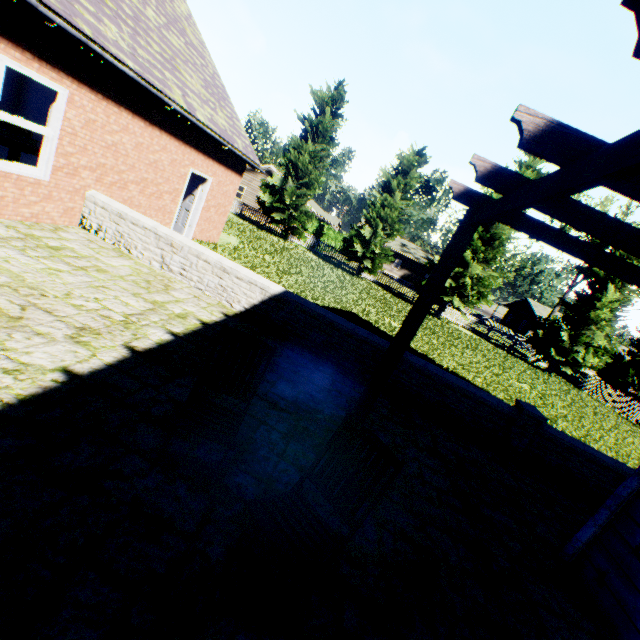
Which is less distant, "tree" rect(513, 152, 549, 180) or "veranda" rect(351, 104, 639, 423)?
"veranda" rect(351, 104, 639, 423)

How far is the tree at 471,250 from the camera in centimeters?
2273cm

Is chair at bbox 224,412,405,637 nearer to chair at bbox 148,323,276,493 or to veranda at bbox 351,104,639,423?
chair at bbox 148,323,276,493

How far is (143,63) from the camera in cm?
657

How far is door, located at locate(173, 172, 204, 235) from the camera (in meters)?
10.62

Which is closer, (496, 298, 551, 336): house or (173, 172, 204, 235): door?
(173, 172, 204, 235): door

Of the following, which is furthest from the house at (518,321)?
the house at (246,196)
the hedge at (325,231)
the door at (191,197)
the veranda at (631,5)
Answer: the veranda at (631,5)

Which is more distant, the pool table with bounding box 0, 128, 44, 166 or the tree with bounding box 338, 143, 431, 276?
the tree with bounding box 338, 143, 431, 276
